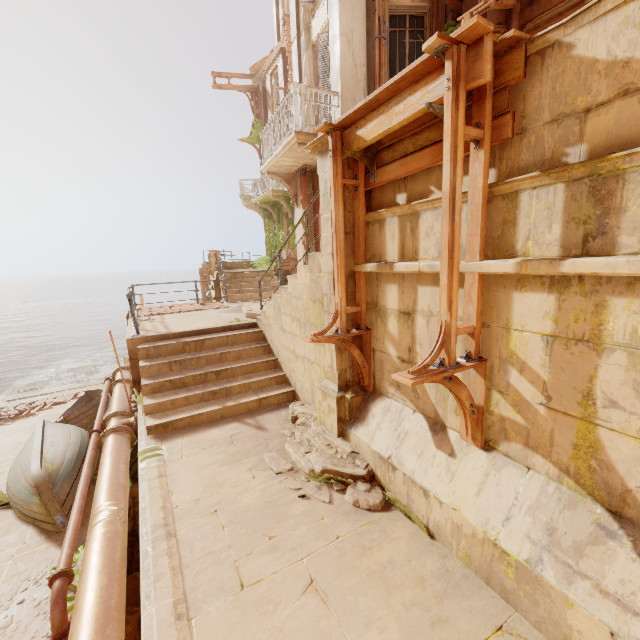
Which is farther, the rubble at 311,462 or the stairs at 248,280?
the stairs at 248,280

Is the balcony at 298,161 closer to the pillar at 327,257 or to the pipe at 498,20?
the pipe at 498,20

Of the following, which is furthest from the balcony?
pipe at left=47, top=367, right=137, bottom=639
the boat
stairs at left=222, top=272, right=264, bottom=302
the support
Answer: the boat

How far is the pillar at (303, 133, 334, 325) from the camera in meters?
4.4

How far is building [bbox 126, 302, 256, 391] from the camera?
7.46m

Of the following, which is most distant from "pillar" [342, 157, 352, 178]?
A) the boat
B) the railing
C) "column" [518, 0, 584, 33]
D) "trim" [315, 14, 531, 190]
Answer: the boat

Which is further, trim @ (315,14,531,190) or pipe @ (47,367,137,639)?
pipe @ (47,367,137,639)

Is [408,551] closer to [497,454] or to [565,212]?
[497,454]
